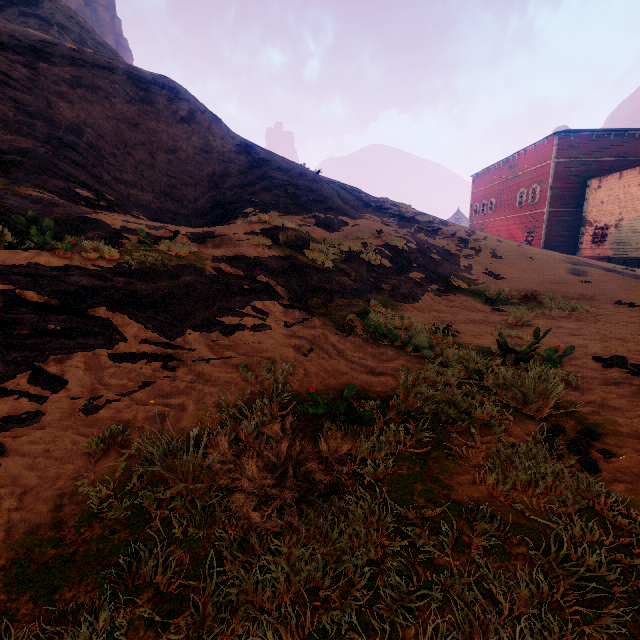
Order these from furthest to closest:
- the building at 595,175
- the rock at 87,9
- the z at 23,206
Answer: the rock at 87,9 < the building at 595,175 < the z at 23,206

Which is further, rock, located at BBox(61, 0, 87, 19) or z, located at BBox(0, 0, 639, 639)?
rock, located at BBox(61, 0, 87, 19)

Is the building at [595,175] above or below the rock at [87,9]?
below

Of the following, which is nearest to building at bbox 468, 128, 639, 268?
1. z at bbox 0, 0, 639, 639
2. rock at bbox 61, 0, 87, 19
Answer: z at bbox 0, 0, 639, 639

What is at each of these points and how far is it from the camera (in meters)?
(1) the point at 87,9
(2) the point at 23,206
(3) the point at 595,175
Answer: (1) rock, 59.97
(2) z, 6.24
(3) building, 27.45

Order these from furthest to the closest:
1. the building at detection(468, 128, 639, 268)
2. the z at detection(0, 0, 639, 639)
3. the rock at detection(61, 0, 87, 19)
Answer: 1. the rock at detection(61, 0, 87, 19)
2. the building at detection(468, 128, 639, 268)
3. the z at detection(0, 0, 639, 639)
